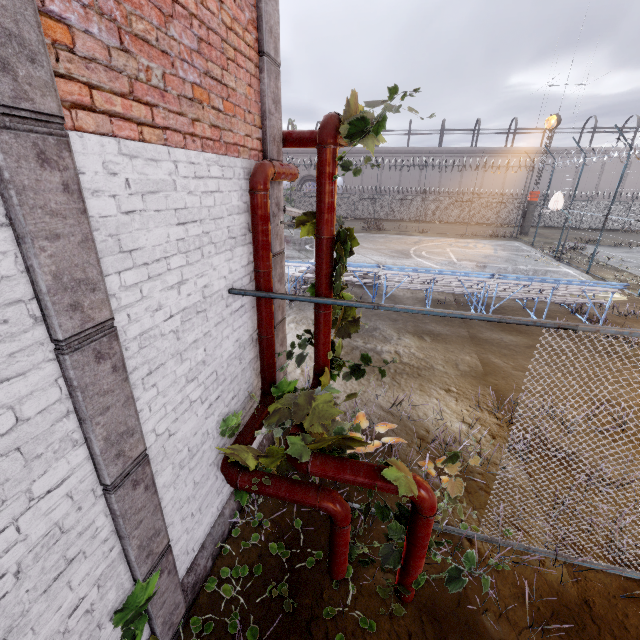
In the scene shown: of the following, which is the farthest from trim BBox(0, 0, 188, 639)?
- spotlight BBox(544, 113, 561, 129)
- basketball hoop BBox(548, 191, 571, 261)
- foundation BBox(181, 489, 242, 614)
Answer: spotlight BBox(544, 113, 561, 129)

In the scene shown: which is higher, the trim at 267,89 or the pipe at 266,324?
the trim at 267,89

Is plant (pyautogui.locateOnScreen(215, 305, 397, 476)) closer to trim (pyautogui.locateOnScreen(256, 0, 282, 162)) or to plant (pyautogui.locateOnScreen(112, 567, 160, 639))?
trim (pyautogui.locateOnScreen(256, 0, 282, 162))

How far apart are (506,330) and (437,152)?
38.2 meters

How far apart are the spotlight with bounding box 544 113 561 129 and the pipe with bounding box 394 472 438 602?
32.5m

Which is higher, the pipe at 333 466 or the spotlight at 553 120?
the spotlight at 553 120

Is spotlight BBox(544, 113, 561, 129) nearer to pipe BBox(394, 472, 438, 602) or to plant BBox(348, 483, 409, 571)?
plant BBox(348, 483, 409, 571)

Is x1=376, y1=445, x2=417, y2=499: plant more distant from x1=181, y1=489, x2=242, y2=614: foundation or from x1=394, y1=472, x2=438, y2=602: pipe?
x1=181, y1=489, x2=242, y2=614: foundation
